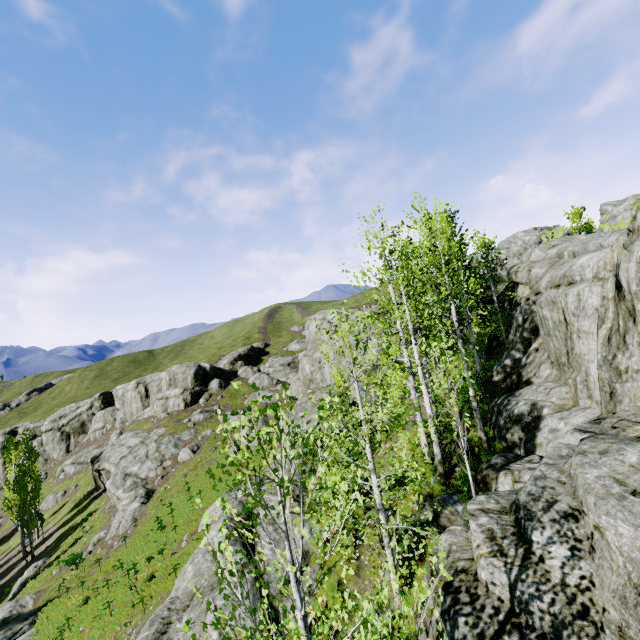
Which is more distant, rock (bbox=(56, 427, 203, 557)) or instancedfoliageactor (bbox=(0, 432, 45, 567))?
instancedfoliageactor (bbox=(0, 432, 45, 567))

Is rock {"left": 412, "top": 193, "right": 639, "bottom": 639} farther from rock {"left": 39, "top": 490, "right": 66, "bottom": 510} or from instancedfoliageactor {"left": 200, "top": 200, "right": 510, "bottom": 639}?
rock {"left": 39, "top": 490, "right": 66, "bottom": 510}

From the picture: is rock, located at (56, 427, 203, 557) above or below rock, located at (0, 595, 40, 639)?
above

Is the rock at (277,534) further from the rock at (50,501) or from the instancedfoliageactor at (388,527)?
the rock at (50,501)

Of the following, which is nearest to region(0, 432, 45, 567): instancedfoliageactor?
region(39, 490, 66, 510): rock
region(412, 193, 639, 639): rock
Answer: region(412, 193, 639, 639): rock

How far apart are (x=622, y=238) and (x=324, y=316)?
24.7 meters
